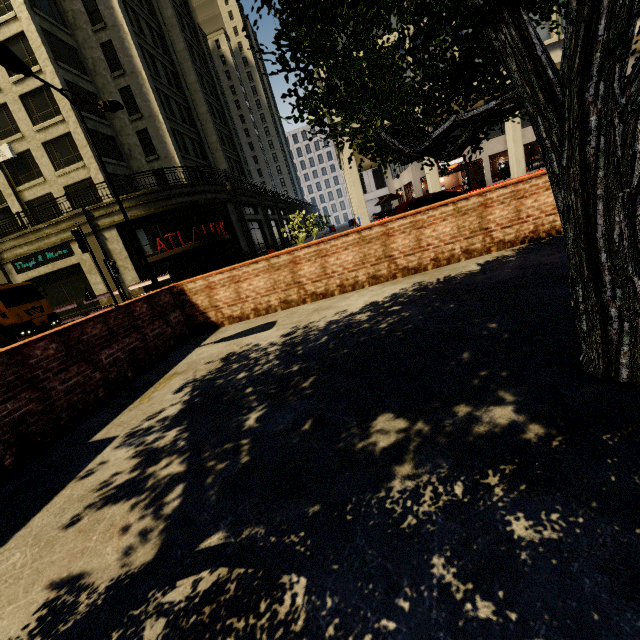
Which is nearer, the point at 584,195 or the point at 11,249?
the point at 584,195

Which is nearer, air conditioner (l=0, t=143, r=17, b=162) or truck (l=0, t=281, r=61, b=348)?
truck (l=0, t=281, r=61, b=348)

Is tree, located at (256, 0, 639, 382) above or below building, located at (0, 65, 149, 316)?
below

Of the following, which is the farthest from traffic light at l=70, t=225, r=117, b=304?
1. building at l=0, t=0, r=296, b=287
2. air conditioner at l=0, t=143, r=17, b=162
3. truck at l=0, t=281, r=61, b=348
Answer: air conditioner at l=0, t=143, r=17, b=162

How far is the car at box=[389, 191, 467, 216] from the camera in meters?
11.6

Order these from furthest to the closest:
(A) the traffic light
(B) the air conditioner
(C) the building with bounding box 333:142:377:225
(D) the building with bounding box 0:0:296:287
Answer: (B) the air conditioner < (D) the building with bounding box 0:0:296:287 < (C) the building with bounding box 333:142:377:225 < (A) the traffic light

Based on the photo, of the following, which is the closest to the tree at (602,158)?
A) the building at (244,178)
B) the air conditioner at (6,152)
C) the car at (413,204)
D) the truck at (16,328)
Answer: the building at (244,178)

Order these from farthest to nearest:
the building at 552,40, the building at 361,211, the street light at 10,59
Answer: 1. the building at 361,211
2. the building at 552,40
3. the street light at 10,59
